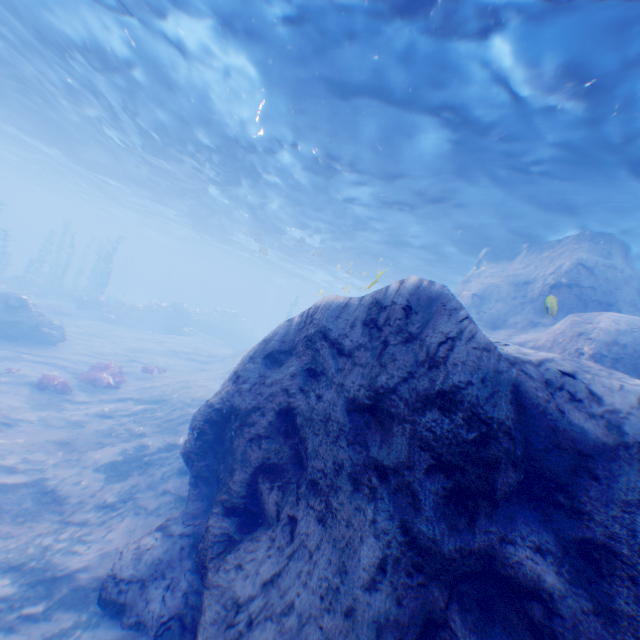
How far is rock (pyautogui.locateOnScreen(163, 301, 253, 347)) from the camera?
35.0 meters

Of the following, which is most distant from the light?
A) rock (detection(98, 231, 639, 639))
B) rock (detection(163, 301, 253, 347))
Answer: rock (detection(163, 301, 253, 347))

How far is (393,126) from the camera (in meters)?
10.23

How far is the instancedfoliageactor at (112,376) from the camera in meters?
14.4

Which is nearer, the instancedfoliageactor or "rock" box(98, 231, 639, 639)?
"rock" box(98, 231, 639, 639)

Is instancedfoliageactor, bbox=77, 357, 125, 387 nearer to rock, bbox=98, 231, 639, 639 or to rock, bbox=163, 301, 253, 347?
rock, bbox=98, 231, 639, 639

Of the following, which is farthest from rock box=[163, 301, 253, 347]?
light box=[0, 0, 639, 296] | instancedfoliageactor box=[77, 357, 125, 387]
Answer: instancedfoliageactor box=[77, 357, 125, 387]

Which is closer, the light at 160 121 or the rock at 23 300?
the light at 160 121
